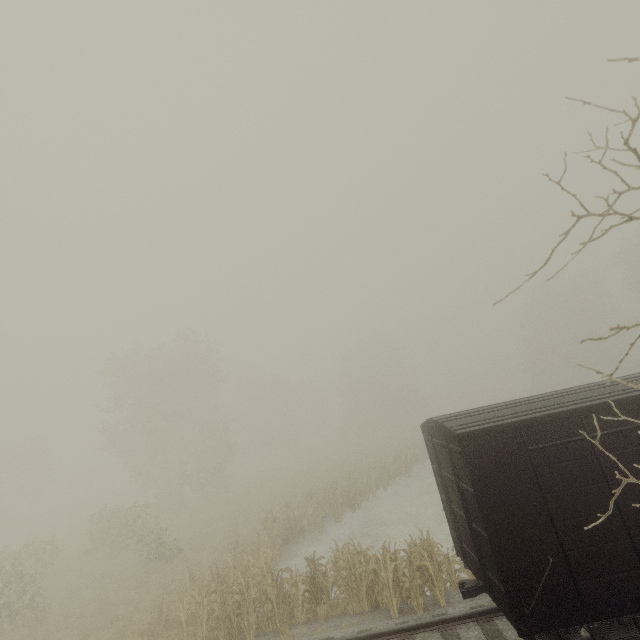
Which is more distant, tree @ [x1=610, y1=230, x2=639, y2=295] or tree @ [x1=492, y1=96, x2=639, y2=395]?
tree @ [x1=610, y1=230, x2=639, y2=295]

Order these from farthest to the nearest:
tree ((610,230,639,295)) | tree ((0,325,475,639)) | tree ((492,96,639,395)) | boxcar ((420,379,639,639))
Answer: tree ((610,230,639,295)) < tree ((0,325,475,639)) < boxcar ((420,379,639,639)) < tree ((492,96,639,395))

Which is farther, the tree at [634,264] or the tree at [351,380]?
the tree at [634,264]

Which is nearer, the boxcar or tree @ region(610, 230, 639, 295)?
the boxcar

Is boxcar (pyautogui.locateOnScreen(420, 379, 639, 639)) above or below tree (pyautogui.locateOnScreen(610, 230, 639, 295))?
below

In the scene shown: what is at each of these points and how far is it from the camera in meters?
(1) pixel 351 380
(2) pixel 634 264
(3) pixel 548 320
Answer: (1) tree, 54.4 m
(2) tree, 35.1 m
(3) tree, 49.1 m
